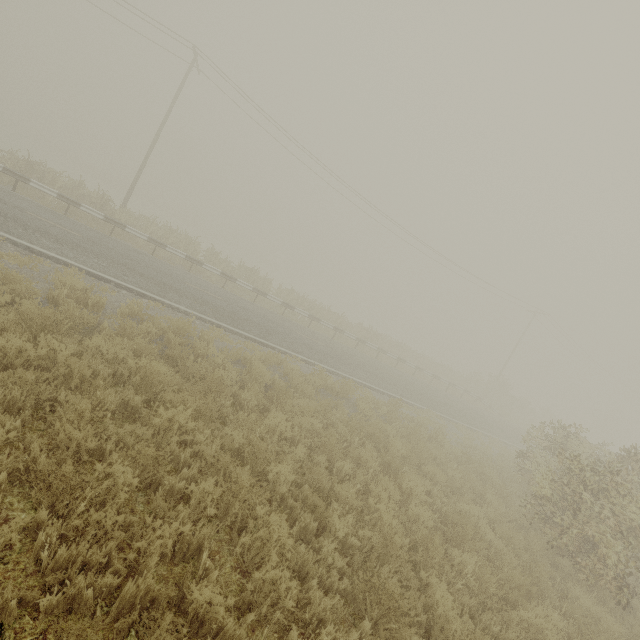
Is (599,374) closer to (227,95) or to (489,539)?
(489,539)
